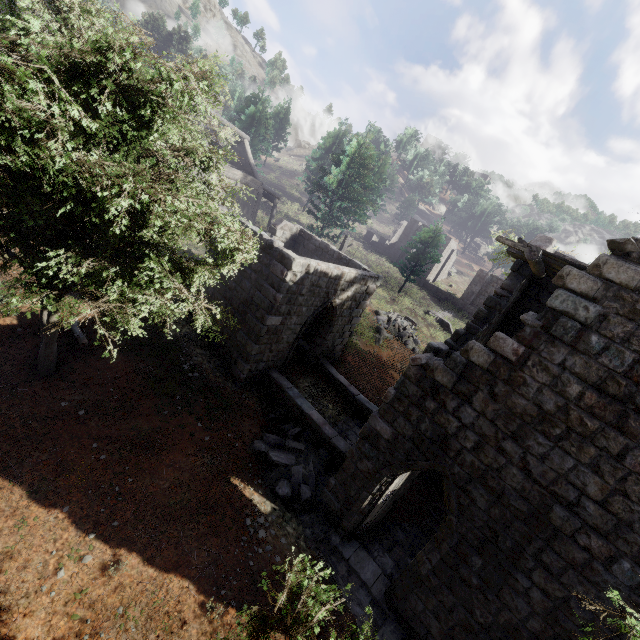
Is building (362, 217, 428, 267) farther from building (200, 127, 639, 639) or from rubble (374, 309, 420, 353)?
rubble (374, 309, 420, 353)

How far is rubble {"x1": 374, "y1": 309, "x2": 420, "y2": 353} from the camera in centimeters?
2306cm

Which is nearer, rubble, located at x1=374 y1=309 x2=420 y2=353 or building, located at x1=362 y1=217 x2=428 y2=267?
rubble, located at x1=374 y1=309 x2=420 y2=353

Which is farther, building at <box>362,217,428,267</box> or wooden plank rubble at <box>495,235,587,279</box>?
building at <box>362,217,428,267</box>

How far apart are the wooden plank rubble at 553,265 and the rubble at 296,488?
7.5m

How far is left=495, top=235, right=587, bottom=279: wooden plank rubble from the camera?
6.3 meters

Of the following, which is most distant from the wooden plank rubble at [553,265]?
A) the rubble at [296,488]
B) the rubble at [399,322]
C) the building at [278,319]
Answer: the rubble at [399,322]

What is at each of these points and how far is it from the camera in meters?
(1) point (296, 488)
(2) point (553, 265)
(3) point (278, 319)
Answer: (1) rubble, 9.5
(2) wooden plank rubble, 7.3
(3) building, 11.1
